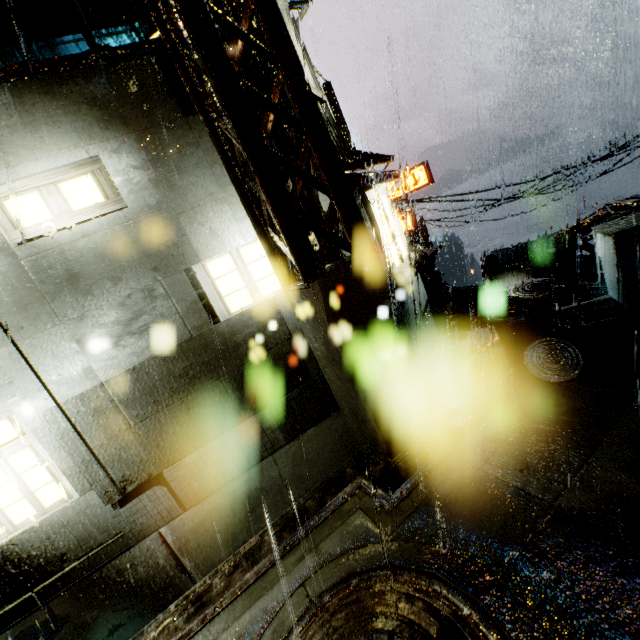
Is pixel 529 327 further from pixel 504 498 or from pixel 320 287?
pixel 320 287

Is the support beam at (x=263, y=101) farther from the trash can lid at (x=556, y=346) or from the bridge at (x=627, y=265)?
the bridge at (x=627, y=265)

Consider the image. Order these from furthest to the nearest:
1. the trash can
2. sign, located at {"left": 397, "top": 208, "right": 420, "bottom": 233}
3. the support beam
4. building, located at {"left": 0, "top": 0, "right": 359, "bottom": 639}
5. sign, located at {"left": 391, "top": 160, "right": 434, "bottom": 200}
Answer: sign, located at {"left": 397, "top": 208, "right": 420, "bottom": 233} → sign, located at {"left": 391, "top": 160, "right": 434, "bottom": 200} → the trash can → building, located at {"left": 0, "top": 0, "right": 359, "bottom": 639} → the support beam

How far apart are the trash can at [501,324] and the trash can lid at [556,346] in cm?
Result: 3

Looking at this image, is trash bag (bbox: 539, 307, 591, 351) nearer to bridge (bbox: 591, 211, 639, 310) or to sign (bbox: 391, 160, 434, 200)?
bridge (bbox: 591, 211, 639, 310)

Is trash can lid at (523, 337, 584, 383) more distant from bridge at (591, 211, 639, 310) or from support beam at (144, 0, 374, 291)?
support beam at (144, 0, 374, 291)

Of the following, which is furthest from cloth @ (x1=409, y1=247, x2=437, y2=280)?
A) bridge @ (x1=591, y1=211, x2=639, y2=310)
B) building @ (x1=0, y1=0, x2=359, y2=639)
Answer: bridge @ (x1=591, y1=211, x2=639, y2=310)

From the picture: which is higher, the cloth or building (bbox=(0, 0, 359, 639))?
building (bbox=(0, 0, 359, 639))
